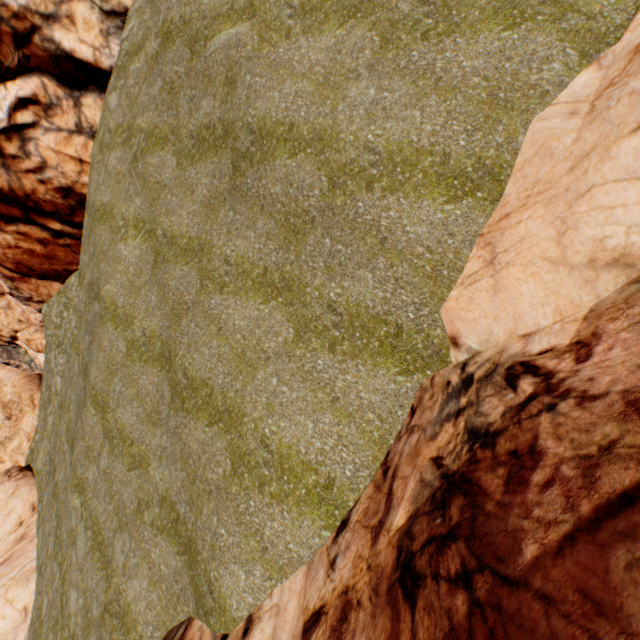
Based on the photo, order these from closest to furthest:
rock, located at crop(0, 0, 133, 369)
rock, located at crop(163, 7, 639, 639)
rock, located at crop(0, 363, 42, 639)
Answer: rock, located at crop(163, 7, 639, 639)
rock, located at crop(0, 0, 133, 369)
rock, located at crop(0, 363, 42, 639)

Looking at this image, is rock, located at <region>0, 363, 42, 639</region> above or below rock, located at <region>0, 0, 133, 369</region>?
below

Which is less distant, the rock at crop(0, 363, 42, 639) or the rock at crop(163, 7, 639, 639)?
the rock at crop(163, 7, 639, 639)

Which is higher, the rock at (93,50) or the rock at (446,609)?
the rock at (93,50)

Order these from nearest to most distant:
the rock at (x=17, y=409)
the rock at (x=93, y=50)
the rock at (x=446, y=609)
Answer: the rock at (x=446, y=609)
the rock at (x=93, y=50)
the rock at (x=17, y=409)

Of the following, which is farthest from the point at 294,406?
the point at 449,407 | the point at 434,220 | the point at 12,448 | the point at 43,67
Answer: the point at 12,448
